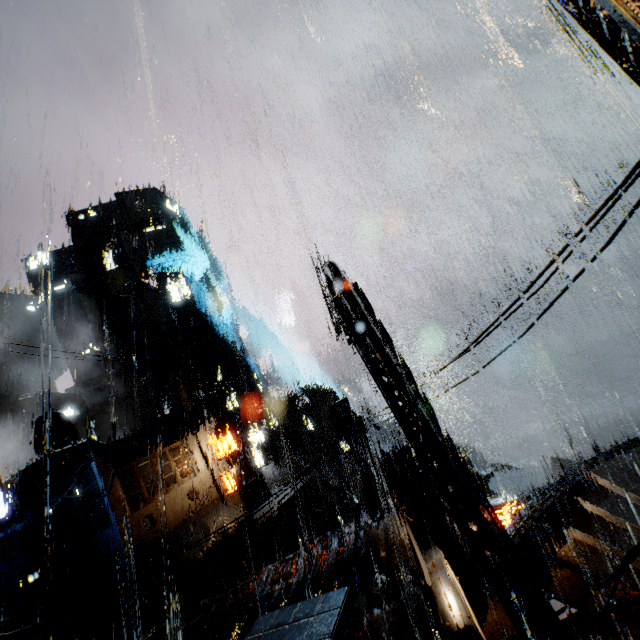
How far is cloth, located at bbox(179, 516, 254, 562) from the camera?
20.83m

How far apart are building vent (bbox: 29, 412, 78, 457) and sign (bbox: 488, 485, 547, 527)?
39.89m

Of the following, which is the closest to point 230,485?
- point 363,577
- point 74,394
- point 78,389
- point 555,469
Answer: point 363,577

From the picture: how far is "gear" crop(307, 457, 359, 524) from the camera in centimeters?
4185cm

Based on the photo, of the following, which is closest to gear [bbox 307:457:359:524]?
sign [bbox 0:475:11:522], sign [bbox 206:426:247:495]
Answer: sign [bbox 206:426:247:495]

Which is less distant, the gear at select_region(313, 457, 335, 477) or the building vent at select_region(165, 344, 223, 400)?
the gear at select_region(313, 457, 335, 477)

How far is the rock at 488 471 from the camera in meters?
49.4 m

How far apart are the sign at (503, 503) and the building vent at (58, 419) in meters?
39.9
